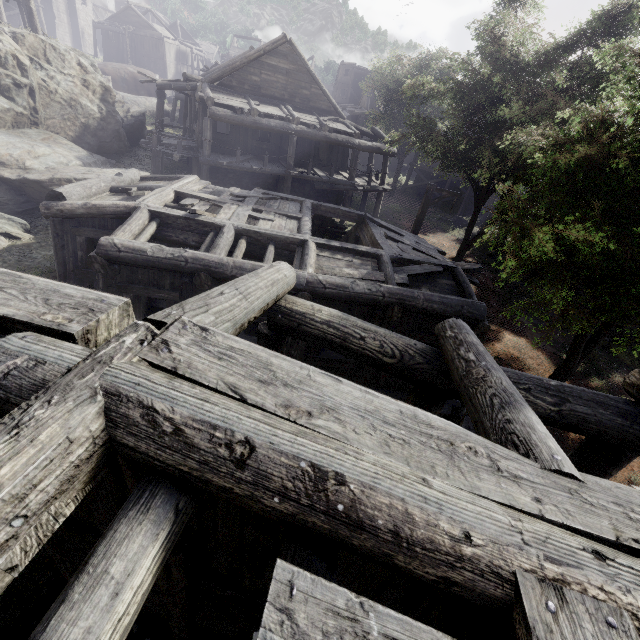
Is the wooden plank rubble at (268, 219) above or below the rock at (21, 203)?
above

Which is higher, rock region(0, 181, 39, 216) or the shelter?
the shelter

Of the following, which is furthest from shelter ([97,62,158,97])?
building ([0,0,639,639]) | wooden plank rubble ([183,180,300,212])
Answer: wooden plank rubble ([183,180,300,212])

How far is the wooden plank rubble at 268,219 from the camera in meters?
9.5 m

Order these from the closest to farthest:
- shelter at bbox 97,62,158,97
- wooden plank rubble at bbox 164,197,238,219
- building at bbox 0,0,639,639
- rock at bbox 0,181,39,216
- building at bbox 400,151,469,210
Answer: building at bbox 0,0,639,639, wooden plank rubble at bbox 164,197,238,219, rock at bbox 0,181,39,216, building at bbox 400,151,469,210, shelter at bbox 97,62,158,97

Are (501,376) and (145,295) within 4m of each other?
no

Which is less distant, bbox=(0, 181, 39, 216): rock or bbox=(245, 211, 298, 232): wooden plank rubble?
bbox=(245, 211, 298, 232): wooden plank rubble

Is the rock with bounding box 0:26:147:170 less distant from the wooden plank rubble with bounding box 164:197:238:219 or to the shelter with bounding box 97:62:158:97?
the shelter with bounding box 97:62:158:97
